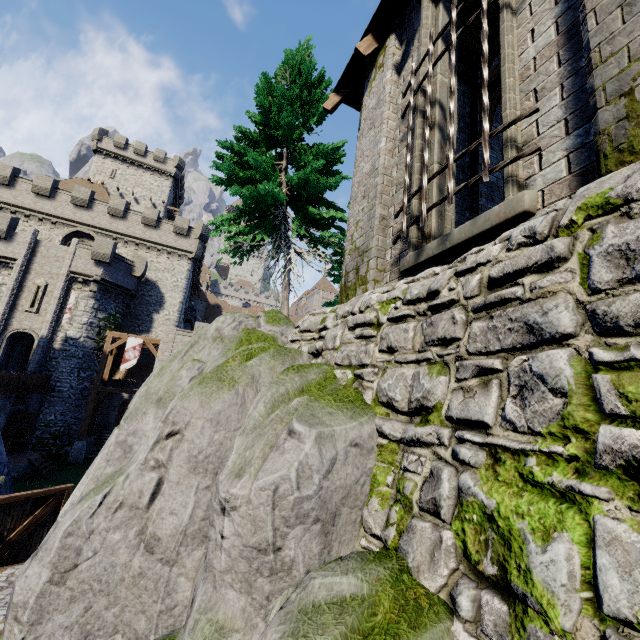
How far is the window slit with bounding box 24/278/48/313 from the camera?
24.9 meters

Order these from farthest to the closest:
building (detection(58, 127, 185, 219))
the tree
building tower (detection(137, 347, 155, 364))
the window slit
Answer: building (detection(58, 127, 185, 219)) → building tower (detection(137, 347, 155, 364)) → the window slit → the tree

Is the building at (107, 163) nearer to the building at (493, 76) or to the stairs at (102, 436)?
the stairs at (102, 436)

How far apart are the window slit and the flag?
6.73m

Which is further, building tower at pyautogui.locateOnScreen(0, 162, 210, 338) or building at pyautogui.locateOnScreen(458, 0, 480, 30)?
building tower at pyautogui.locateOnScreen(0, 162, 210, 338)

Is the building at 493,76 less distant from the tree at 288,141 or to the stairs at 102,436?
the tree at 288,141

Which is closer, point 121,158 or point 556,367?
point 556,367

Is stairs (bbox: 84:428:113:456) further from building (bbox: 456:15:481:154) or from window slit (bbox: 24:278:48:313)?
building (bbox: 456:15:481:154)
